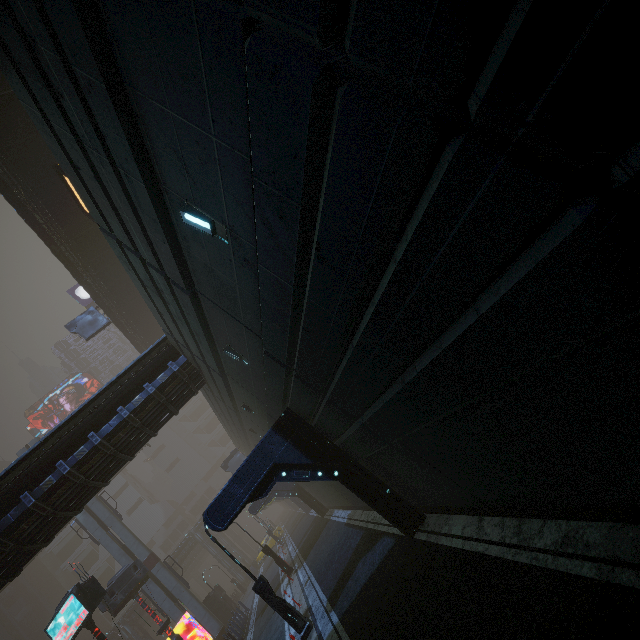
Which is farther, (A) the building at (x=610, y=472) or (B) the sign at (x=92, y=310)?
(B) the sign at (x=92, y=310)

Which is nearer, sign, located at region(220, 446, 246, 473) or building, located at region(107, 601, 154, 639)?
sign, located at region(220, 446, 246, 473)

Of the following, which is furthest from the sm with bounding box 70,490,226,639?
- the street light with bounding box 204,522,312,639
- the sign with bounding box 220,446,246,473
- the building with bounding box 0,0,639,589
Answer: the street light with bounding box 204,522,312,639

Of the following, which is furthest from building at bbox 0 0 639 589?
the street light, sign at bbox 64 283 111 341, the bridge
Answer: the bridge

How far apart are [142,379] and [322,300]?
13.0m

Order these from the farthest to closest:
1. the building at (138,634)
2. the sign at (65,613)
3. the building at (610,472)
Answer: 1. the building at (138,634)
2. the sign at (65,613)
3. the building at (610,472)
